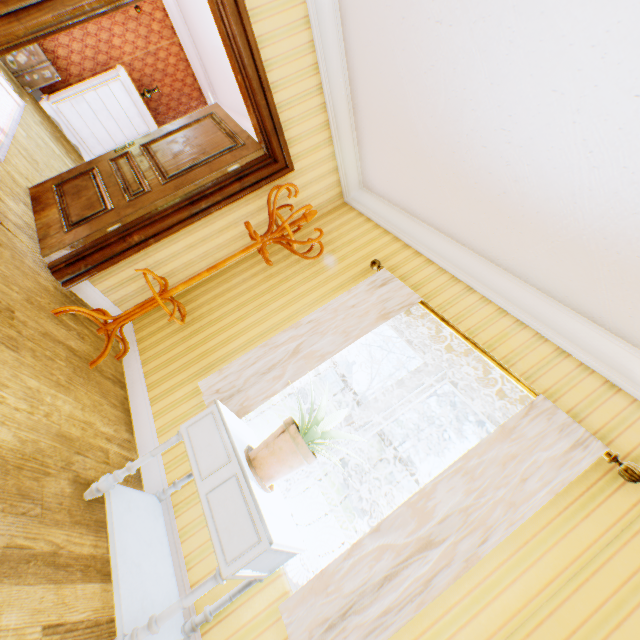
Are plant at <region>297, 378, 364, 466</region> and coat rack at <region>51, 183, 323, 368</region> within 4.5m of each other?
yes

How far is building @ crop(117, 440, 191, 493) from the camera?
2.2 meters

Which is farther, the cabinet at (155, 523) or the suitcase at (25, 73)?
the suitcase at (25, 73)

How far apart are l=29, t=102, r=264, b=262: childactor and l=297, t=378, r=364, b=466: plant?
2.3m

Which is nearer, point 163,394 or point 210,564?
point 210,564

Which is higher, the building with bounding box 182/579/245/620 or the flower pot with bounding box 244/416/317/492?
the flower pot with bounding box 244/416/317/492

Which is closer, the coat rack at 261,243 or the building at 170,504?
the building at 170,504

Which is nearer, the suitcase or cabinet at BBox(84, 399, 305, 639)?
cabinet at BBox(84, 399, 305, 639)
